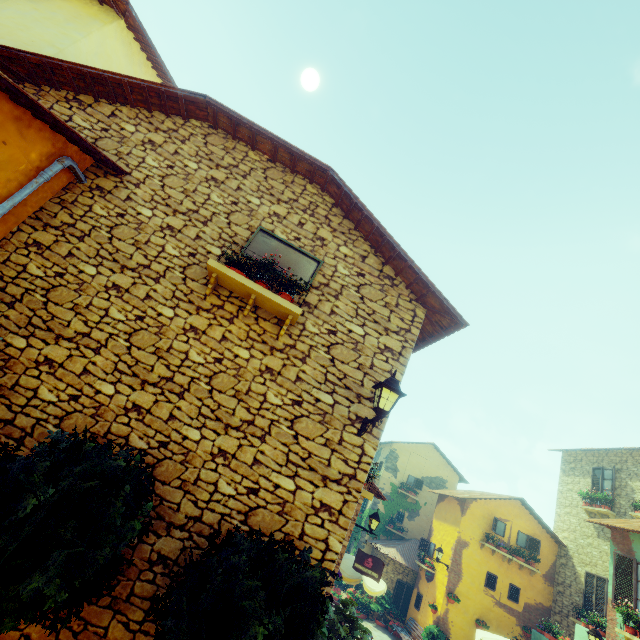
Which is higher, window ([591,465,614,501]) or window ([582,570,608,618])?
window ([591,465,614,501])

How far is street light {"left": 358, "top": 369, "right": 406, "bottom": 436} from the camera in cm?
419

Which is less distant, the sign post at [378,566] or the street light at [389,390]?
the street light at [389,390]

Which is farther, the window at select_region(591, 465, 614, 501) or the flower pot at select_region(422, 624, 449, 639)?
the window at select_region(591, 465, 614, 501)

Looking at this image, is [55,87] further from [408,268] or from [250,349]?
[408,268]

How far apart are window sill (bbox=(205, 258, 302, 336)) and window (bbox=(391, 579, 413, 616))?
20.4m

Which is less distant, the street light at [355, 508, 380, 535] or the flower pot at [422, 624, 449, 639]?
the street light at [355, 508, 380, 535]

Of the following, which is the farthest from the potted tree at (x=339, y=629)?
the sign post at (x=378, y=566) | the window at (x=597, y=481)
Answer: the window at (x=597, y=481)
